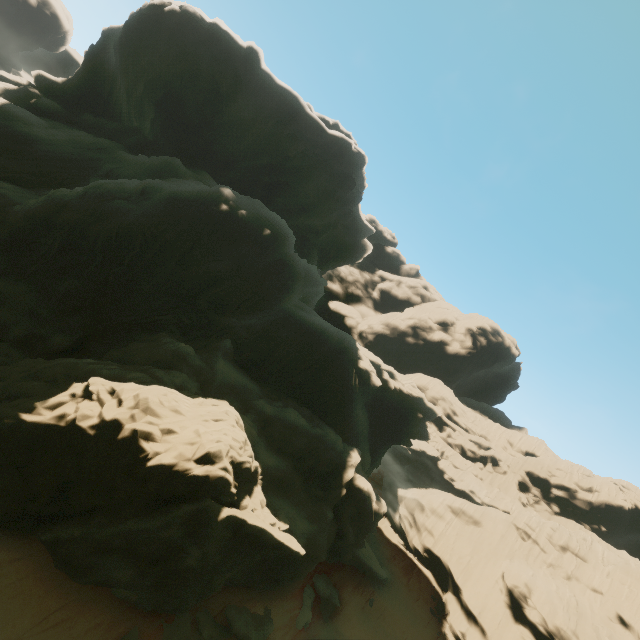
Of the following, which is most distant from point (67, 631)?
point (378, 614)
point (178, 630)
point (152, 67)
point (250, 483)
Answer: point (152, 67)

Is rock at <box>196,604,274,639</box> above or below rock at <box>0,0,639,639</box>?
below

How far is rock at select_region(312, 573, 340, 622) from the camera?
27.8m

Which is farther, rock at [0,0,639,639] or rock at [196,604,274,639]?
rock at [196,604,274,639]

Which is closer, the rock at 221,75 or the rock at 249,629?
the rock at 221,75

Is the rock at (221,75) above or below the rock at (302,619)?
above

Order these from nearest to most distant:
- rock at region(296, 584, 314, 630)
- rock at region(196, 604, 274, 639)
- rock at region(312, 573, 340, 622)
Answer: rock at region(196, 604, 274, 639)
rock at region(296, 584, 314, 630)
rock at region(312, 573, 340, 622)
